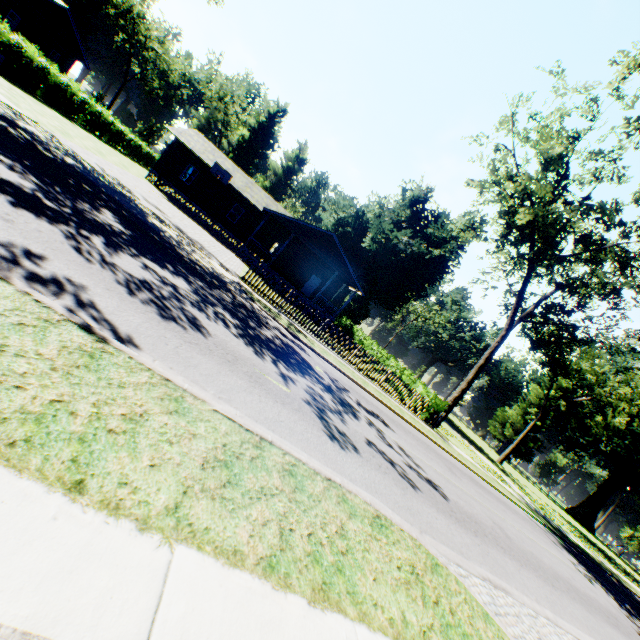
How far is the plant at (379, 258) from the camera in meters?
39.8 m

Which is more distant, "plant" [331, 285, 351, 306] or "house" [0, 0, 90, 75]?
"plant" [331, 285, 351, 306]

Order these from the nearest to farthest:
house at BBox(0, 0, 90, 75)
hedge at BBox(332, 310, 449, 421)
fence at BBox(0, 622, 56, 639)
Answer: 1. fence at BBox(0, 622, 56, 639)
2. hedge at BBox(332, 310, 449, 421)
3. house at BBox(0, 0, 90, 75)

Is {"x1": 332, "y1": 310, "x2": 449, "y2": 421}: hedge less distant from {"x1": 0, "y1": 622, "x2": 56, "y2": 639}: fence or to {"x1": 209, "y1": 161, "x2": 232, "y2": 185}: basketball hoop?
{"x1": 0, "y1": 622, "x2": 56, "y2": 639}: fence

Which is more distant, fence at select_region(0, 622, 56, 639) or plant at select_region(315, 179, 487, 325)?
plant at select_region(315, 179, 487, 325)

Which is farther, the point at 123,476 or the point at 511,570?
the point at 511,570

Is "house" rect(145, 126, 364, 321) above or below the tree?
below
